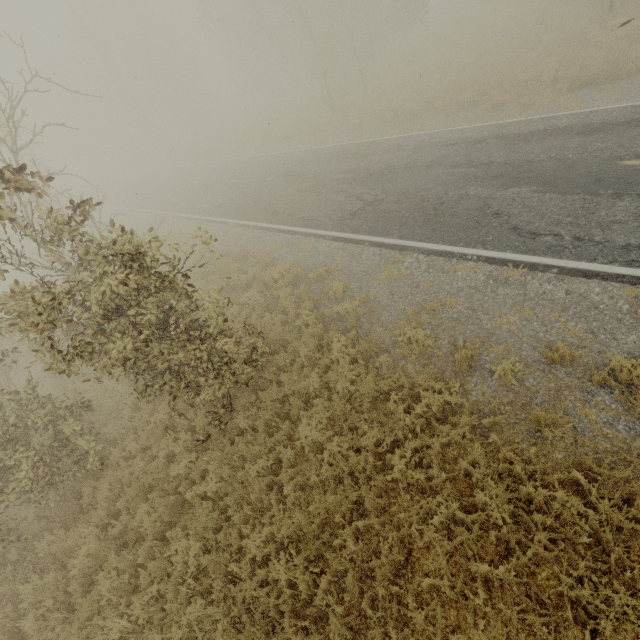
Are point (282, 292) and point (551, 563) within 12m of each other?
yes
